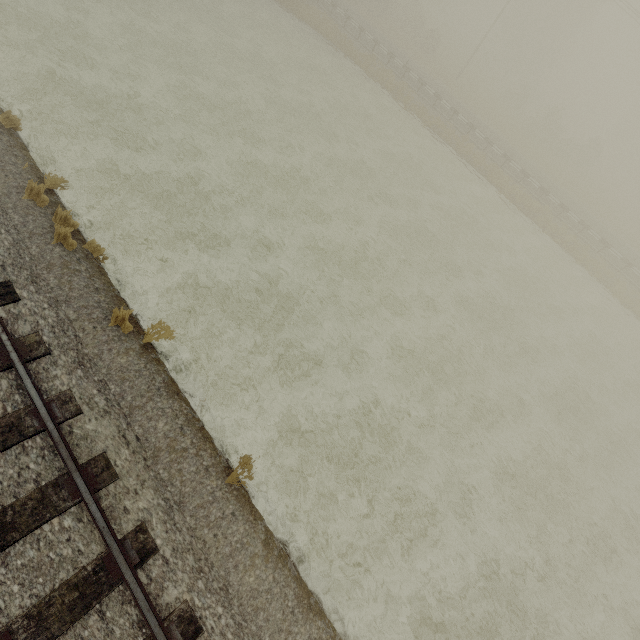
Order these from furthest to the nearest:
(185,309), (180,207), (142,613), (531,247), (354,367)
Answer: (531,247) < (180,207) < (354,367) < (185,309) < (142,613)
